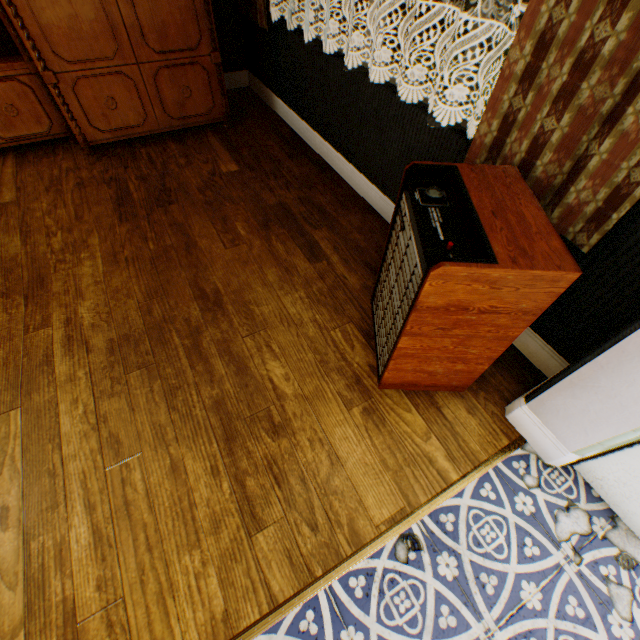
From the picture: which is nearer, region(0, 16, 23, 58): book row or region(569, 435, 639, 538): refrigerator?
region(569, 435, 639, 538): refrigerator

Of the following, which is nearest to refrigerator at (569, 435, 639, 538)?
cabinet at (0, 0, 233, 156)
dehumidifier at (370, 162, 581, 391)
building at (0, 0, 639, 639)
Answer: building at (0, 0, 639, 639)

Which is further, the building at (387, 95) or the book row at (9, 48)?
the book row at (9, 48)

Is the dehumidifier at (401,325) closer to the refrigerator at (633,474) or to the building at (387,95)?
the building at (387,95)

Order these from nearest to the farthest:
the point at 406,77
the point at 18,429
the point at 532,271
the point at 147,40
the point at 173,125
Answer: the point at 532,271, the point at 18,429, the point at 406,77, the point at 147,40, the point at 173,125

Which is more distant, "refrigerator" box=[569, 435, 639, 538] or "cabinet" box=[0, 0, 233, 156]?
"cabinet" box=[0, 0, 233, 156]

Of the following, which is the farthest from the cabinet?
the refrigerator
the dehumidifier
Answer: the refrigerator

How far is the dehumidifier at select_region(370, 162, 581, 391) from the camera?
1.00m
